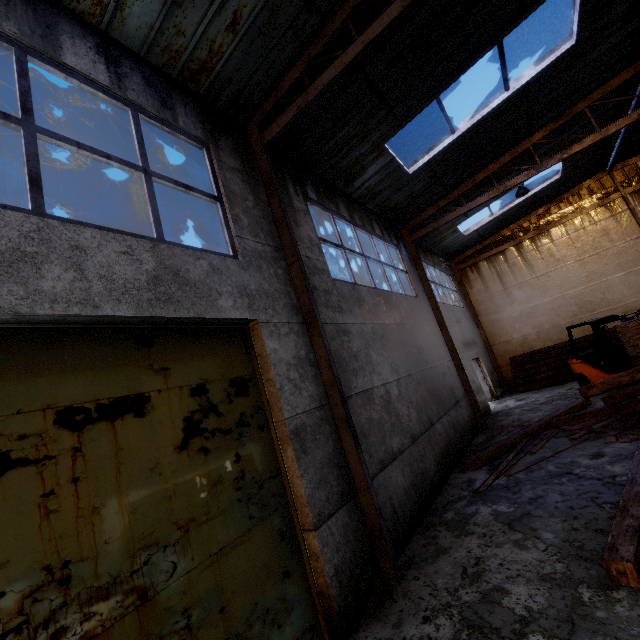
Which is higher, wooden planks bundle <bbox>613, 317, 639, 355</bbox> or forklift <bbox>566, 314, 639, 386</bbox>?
wooden planks bundle <bbox>613, 317, 639, 355</bbox>

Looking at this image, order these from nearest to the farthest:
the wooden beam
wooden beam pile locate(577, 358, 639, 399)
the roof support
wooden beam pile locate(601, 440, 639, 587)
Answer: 1. wooden beam pile locate(601, 440, 639, 587)
2. the roof support
3. wooden beam pile locate(577, 358, 639, 399)
4. the wooden beam

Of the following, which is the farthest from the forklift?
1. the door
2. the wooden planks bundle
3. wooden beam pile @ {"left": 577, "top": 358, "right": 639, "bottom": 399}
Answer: the door

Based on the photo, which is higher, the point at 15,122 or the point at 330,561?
the point at 15,122

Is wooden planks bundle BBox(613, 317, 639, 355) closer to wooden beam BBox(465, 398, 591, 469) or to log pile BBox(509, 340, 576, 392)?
wooden beam BBox(465, 398, 591, 469)

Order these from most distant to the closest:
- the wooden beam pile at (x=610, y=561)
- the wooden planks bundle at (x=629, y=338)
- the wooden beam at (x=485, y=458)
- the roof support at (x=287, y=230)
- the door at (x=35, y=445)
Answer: the wooden planks bundle at (x=629, y=338) → the wooden beam at (x=485, y=458) → the roof support at (x=287, y=230) → the wooden beam pile at (x=610, y=561) → the door at (x=35, y=445)

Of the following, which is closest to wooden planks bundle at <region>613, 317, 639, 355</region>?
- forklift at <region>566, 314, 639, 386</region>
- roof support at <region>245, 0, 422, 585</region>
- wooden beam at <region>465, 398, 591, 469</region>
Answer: forklift at <region>566, 314, 639, 386</region>

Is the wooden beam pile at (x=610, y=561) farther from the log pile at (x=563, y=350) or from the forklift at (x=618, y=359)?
the log pile at (x=563, y=350)
